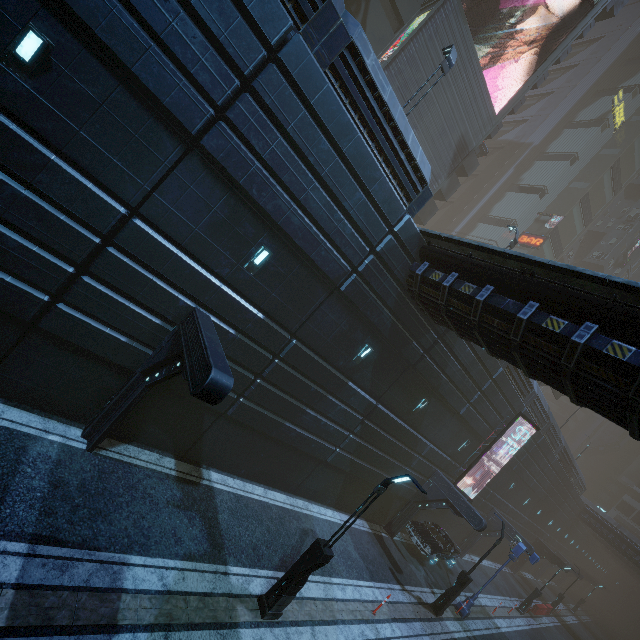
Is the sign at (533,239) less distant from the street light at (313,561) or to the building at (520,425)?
the building at (520,425)

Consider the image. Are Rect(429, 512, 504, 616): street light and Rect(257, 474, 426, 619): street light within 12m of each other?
yes

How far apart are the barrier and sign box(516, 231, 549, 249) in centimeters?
3804cm

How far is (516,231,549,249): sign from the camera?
41.6m

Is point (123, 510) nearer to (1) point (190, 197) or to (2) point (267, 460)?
(2) point (267, 460)

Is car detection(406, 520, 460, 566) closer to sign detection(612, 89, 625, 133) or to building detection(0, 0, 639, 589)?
building detection(0, 0, 639, 589)

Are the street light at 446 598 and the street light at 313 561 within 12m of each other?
yes

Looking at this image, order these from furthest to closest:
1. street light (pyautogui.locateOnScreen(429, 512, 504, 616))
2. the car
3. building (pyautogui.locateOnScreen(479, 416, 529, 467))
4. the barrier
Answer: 1. the barrier
2. building (pyautogui.locateOnScreen(479, 416, 529, 467))
3. the car
4. street light (pyautogui.locateOnScreen(429, 512, 504, 616))
